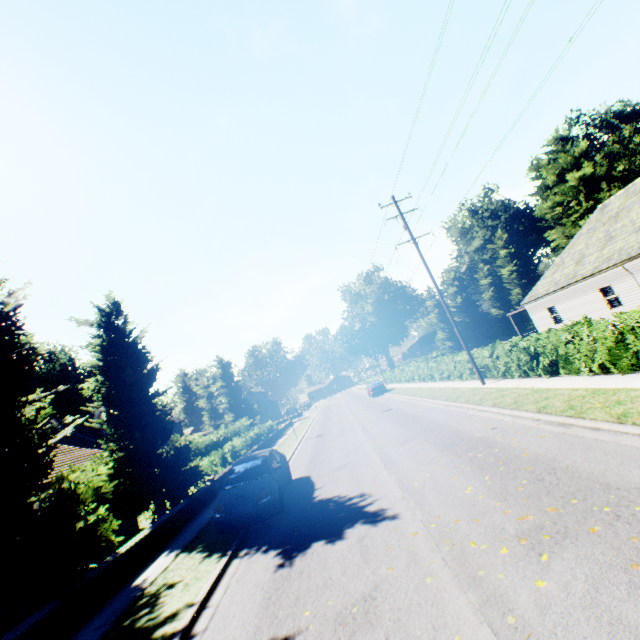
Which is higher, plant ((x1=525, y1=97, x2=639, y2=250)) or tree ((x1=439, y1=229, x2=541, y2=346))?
plant ((x1=525, y1=97, x2=639, y2=250))

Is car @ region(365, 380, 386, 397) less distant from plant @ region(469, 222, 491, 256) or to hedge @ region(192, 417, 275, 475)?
hedge @ region(192, 417, 275, 475)

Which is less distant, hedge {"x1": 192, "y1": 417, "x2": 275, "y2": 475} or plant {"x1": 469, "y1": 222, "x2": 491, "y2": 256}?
hedge {"x1": 192, "y1": 417, "x2": 275, "y2": 475}

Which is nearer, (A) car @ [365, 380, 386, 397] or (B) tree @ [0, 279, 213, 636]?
(B) tree @ [0, 279, 213, 636]

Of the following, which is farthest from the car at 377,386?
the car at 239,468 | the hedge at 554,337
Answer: the car at 239,468

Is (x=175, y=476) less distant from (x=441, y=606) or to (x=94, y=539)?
(x=94, y=539)

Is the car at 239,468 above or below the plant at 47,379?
below

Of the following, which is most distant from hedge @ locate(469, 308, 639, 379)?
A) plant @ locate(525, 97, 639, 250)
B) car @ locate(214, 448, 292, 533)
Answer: plant @ locate(525, 97, 639, 250)
